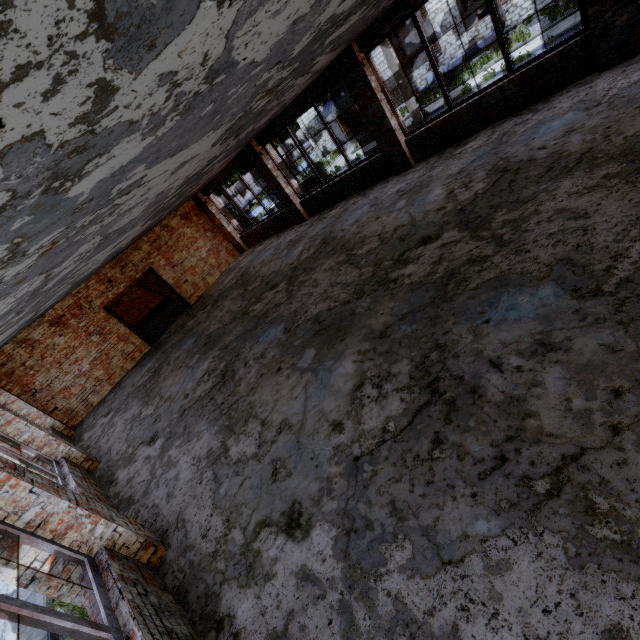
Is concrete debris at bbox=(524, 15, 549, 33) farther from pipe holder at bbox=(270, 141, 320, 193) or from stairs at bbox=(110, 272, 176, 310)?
stairs at bbox=(110, 272, 176, 310)

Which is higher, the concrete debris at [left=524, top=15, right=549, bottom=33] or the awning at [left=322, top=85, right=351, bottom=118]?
the awning at [left=322, top=85, right=351, bottom=118]

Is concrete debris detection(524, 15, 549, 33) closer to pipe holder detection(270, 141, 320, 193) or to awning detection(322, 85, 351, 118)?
awning detection(322, 85, 351, 118)

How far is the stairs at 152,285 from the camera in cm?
1836

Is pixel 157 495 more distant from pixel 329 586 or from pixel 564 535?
pixel 564 535

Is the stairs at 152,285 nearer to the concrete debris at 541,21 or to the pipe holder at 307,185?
the pipe holder at 307,185

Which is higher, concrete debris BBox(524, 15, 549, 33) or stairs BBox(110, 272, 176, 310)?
stairs BBox(110, 272, 176, 310)

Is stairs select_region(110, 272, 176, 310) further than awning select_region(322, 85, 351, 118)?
No
